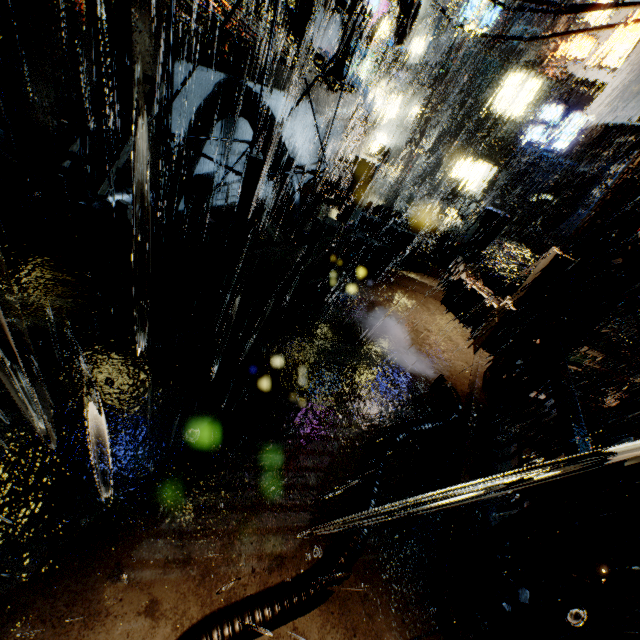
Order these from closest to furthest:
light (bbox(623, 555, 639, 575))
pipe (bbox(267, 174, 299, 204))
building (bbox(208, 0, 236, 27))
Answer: light (bbox(623, 555, 639, 575))
building (bbox(208, 0, 236, 27))
pipe (bbox(267, 174, 299, 204))

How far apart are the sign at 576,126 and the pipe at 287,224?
27.5 meters

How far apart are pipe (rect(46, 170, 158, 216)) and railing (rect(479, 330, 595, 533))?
10.92m

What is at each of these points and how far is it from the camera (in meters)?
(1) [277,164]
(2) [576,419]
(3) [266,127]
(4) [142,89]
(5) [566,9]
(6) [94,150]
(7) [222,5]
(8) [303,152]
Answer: (1) pipe, 10.02
(2) railing, 4.30
(3) pipe, 9.86
(4) building, 8.96
(5) power line, 6.60
(6) building, 9.89
(7) building, 8.95
(8) building, 15.52

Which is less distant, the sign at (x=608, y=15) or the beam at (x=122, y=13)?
the beam at (x=122, y=13)

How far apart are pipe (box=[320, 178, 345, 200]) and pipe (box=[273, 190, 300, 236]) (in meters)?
8.48

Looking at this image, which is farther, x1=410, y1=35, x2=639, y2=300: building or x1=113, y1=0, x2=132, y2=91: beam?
x1=410, y1=35, x2=639, y2=300: building

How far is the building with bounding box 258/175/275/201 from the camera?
14.0 meters
